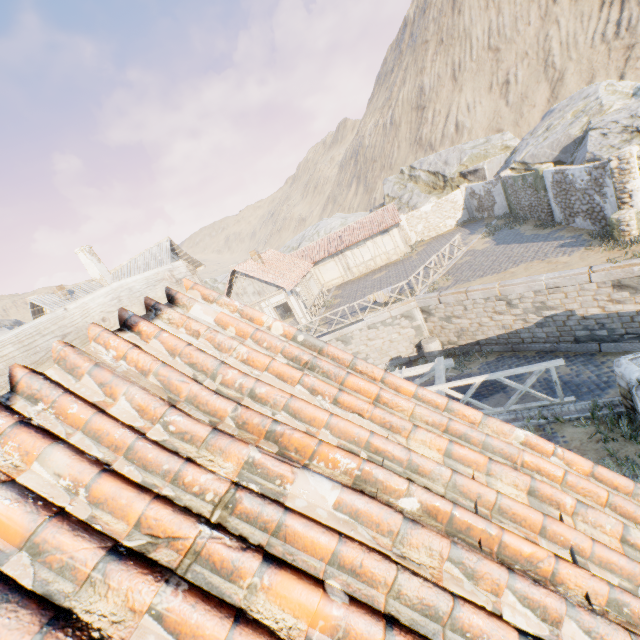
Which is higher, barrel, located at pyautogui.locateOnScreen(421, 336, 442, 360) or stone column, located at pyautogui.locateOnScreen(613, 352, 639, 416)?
stone column, located at pyautogui.locateOnScreen(613, 352, 639, 416)

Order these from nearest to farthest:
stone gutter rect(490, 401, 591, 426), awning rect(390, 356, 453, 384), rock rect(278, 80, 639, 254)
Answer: stone gutter rect(490, 401, 591, 426), awning rect(390, 356, 453, 384), rock rect(278, 80, 639, 254)

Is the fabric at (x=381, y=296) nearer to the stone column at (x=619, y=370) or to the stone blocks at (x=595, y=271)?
the stone blocks at (x=595, y=271)

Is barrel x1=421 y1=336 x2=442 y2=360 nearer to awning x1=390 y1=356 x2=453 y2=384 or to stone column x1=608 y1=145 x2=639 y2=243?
awning x1=390 y1=356 x2=453 y2=384

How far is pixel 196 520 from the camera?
1.1 meters

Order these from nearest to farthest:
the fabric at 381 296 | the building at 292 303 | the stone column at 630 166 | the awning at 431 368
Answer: the awning at 431 368, the stone column at 630 166, the fabric at 381 296, the building at 292 303

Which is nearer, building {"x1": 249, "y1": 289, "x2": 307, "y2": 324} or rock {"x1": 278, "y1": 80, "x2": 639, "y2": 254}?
rock {"x1": 278, "y1": 80, "x2": 639, "y2": 254}

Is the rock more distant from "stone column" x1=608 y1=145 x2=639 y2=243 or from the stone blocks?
"stone column" x1=608 y1=145 x2=639 y2=243
